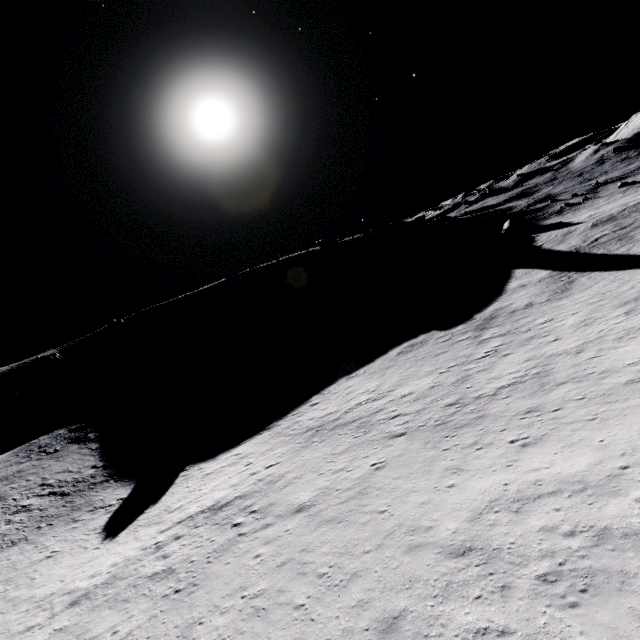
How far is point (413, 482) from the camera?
13.79m
